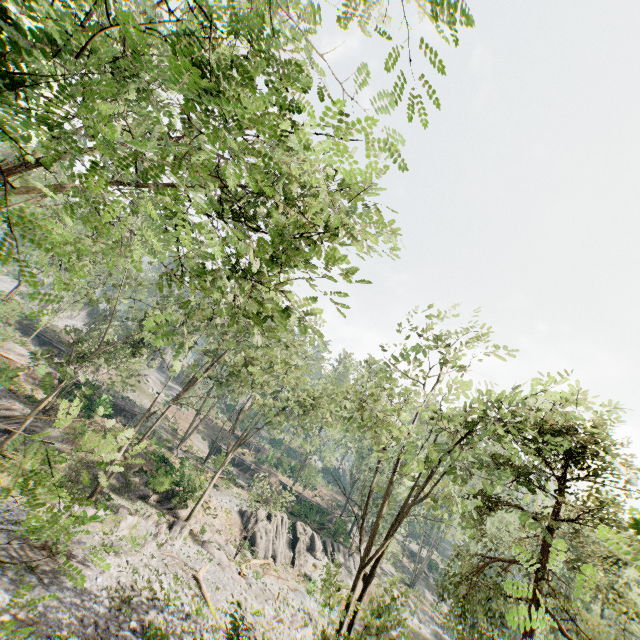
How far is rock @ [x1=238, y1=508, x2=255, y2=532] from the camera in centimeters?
3142cm

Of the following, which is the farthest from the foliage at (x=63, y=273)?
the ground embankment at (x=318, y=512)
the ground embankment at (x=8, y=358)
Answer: the ground embankment at (x=8, y=358)

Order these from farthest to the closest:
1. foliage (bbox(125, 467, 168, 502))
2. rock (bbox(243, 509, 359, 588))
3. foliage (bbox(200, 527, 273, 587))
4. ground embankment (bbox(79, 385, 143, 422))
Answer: ground embankment (bbox(79, 385, 143, 422)) → rock (bbox(243, 509, 359, 588)) → foliage (bbox(125, 467, 168, 502)) → foliage (bbox(200, 527, 273, 587))

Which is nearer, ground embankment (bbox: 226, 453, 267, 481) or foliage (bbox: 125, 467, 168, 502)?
foliage (bbox: 125, 467, 168, 502)

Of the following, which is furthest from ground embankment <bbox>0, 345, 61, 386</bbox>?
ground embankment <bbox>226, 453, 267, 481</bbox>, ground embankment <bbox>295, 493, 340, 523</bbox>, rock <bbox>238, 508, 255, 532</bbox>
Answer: ground embankment <bbox>295, 493, 340, 523</bbox>

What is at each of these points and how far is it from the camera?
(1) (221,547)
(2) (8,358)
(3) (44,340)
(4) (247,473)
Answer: (1) foliage, 25.86m
(2) ground embankment, 32.59m
(3) ground embankment, 44.56m
(4) ground embankment, 50.75m

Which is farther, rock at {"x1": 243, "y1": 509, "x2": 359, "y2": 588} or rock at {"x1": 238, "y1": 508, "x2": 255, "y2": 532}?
rock at {"x1": 238, "y1": 508, "x2": 255, "y2": 532}

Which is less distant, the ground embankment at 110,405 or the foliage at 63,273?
the foliage at 63,273
